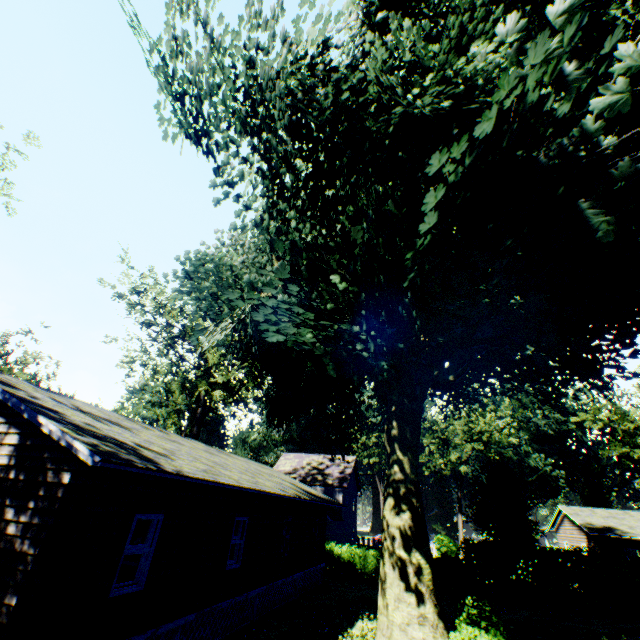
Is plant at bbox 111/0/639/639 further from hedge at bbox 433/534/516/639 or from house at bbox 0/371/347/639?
house at bbox 0/371/347/639

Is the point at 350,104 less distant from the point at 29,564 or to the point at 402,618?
the point at 29,564

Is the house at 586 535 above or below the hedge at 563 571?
above

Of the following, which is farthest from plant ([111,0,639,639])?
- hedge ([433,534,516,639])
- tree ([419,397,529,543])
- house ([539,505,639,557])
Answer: tree ([419,397,529,543])

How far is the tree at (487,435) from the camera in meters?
44.4 m

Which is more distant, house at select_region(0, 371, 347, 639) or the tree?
the tree

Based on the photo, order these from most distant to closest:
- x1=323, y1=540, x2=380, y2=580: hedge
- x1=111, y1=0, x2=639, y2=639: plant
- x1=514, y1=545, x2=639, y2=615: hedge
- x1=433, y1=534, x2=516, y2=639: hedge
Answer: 1. x1=323, y1=540, x2=380, y2=580: hedge
2. x1=514, y1=545, x2=639, y2=615: hedge
3. x1=433, y1=534, x2=516, y2=639: hedge
4. x1=111, y1=0, x2=639, y2=639: plant
